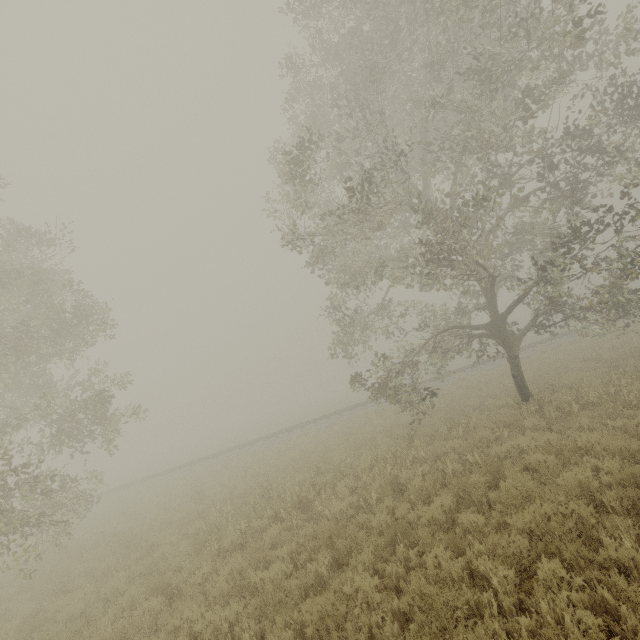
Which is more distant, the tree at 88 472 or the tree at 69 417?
the tree at 88 472

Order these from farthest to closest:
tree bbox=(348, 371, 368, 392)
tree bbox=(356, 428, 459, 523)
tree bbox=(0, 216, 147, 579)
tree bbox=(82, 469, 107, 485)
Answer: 1. tree bbox=(82, 469, 107, 485)
2. tree bbox=(348, 371, 368, 392)
3. tree bbox=(0, 216, 147, 579)
4. tree bbox=(356, 428, 459, 523)

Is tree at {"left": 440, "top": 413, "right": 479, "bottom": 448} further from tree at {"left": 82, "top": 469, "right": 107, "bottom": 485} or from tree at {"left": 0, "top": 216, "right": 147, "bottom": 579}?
tree at {"left": 82, "top": 469, "right": 107, "bottom": 485}

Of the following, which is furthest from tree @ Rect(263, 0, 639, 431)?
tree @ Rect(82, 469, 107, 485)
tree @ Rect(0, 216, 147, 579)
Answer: tree @ Rect(82, 469, 107, 485)

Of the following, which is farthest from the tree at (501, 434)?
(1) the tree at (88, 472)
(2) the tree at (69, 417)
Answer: (1) the tree at (88, 472)

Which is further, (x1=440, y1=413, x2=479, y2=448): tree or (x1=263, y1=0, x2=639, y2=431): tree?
(x1=440, y1=413, x2=479, y2=448): tree

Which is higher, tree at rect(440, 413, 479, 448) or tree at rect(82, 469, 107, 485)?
tree at rect(82, 469, 107, 485)

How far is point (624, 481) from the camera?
5.6m
